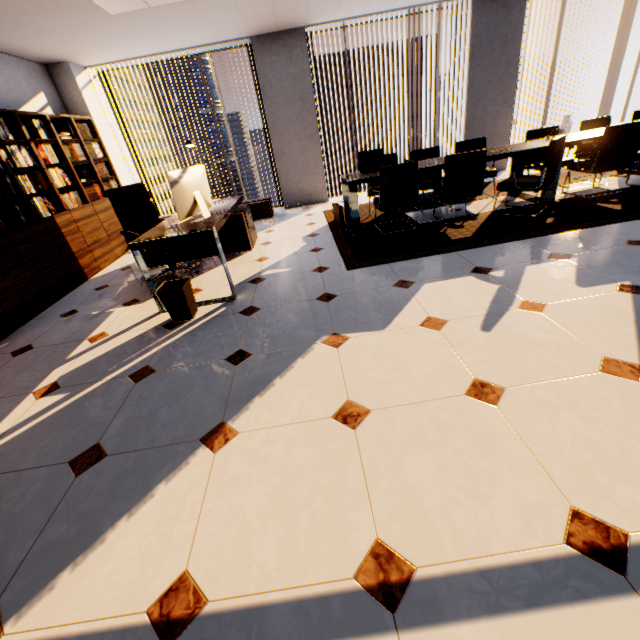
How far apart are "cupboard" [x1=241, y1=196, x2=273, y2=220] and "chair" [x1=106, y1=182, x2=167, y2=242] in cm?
231

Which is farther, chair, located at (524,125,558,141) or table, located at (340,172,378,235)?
chair, located at (524,125,558,141)

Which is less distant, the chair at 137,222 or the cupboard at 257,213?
the chair at 137,222

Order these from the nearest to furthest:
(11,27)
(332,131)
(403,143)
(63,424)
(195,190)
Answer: (63,424) → (195,190) → (11,27) → (332,131) → (403,143)

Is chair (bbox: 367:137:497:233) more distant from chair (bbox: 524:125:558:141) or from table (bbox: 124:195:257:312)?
table (bbox: 124:195:257:312)

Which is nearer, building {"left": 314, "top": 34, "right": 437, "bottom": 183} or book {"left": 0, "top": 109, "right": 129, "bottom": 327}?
book {"left": 0, "top": 109, "right": 129, "bottom": 327}

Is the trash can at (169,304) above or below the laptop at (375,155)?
below

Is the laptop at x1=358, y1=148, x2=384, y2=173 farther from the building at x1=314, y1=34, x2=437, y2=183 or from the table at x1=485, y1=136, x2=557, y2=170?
the building at x1=314, y1=34, x2=437, y2=183
